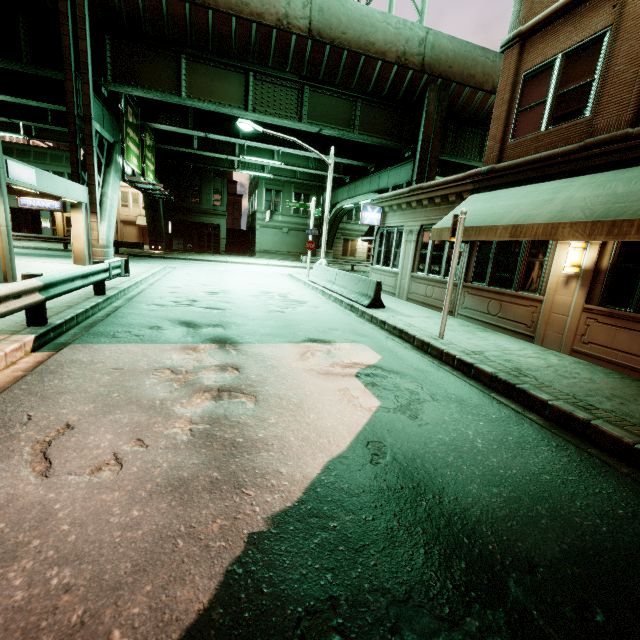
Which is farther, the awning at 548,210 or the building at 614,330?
the building at 614,330

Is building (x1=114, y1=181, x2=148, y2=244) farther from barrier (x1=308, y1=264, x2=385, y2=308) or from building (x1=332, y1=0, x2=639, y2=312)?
building (x1=332, y1=0, x2=639, y2=312)

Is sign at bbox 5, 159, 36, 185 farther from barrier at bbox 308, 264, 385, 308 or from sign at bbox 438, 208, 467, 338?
sign at bbox 438, 208, 467, 338

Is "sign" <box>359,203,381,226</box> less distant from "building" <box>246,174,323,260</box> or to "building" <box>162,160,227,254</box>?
"building" <box>246,174,323,260</box>

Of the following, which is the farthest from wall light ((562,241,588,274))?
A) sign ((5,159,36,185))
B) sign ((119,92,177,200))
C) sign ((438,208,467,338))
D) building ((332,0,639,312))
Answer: sign ((119,92,177,200))

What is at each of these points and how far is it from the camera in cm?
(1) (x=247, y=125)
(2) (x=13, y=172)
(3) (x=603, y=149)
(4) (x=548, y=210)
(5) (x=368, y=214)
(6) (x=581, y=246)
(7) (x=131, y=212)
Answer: (1) street light, 1602
(2) sign, 992
(3) building, 671
(4) awning, 685
(5) sign, 1597
(6) wall light, 723
(7) building, 4419

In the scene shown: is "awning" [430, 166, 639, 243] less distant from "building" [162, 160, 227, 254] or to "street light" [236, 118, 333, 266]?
"street light" [236, 118, 333, 266]

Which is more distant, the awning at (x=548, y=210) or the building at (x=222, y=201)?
the building at (x=222, y=201)
